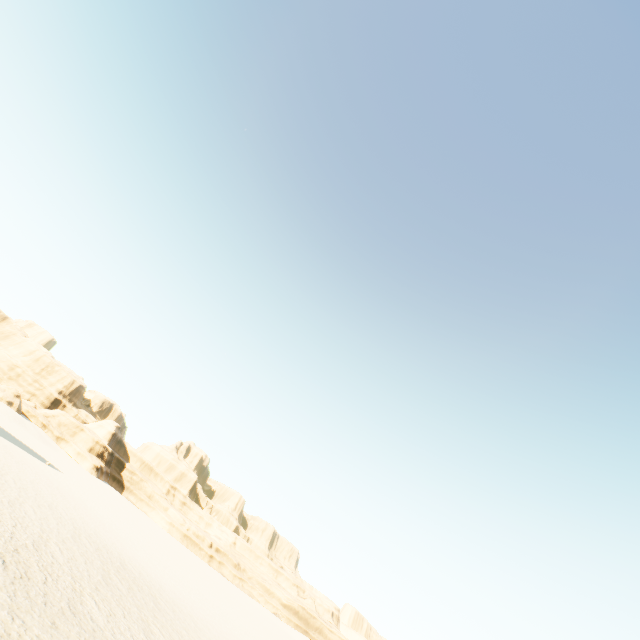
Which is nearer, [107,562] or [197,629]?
[107,562]
